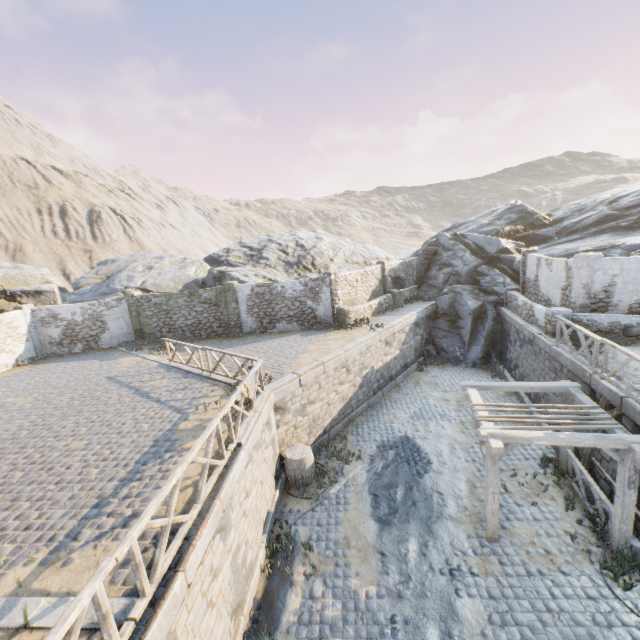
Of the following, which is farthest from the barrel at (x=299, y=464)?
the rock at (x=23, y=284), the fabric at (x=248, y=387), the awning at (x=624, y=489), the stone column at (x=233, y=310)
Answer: the rock at (x=23, y=284)

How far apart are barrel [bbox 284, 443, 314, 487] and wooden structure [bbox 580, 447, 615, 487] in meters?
8.2

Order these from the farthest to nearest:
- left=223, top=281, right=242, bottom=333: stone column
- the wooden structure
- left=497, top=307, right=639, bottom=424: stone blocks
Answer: left=223, top=281, right=242, bottom=333: stone column → the wooden structure → left=497, top=307, right=639, bottom=424: stone blocks

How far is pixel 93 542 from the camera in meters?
5.6 m

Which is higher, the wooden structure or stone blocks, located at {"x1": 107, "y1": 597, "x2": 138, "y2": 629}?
stone blocks, located at {"x1": 107, "y1": 597, "x2": 138, "y2": 629}

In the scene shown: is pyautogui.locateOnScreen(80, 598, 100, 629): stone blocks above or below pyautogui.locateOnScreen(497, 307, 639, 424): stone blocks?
above

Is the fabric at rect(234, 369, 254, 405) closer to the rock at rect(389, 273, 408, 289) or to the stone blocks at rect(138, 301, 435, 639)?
the stone blocks at rect(138, 301, 435, 639)

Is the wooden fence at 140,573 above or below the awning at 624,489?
above
